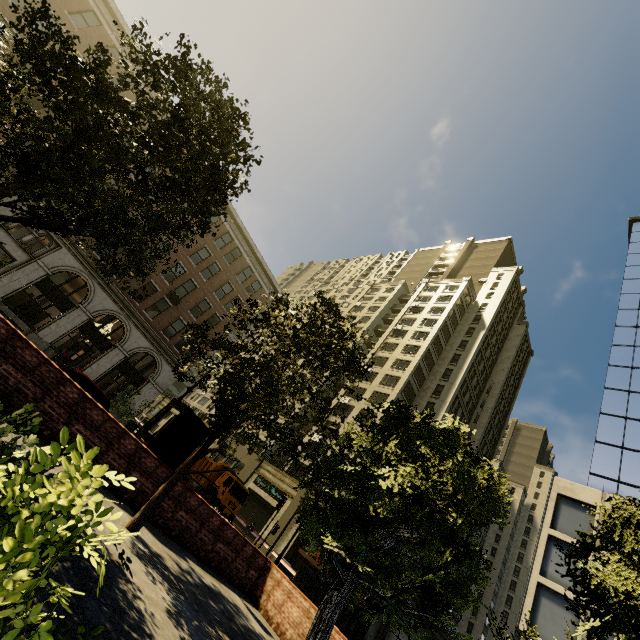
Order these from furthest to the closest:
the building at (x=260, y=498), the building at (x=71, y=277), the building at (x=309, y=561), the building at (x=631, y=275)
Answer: the building at (x=260, y=498)
the building at (x=309, y=561)
the building at (x=71, y=277)
the building at (x=631, y=275)

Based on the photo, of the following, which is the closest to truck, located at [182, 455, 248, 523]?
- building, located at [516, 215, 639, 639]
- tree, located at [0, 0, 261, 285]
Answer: tree, located at [0, 0, 261, 285]

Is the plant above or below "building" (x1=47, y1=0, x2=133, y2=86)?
below

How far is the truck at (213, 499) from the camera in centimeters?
2386cm

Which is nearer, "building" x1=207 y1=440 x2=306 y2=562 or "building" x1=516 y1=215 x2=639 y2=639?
"building" x1=516 y1=215 x2=639 y2=639

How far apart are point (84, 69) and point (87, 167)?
1.3 meters

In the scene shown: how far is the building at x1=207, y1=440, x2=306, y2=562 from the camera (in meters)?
27.84

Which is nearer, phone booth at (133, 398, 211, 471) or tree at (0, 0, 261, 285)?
tree at (0, 0, 261, 285)
